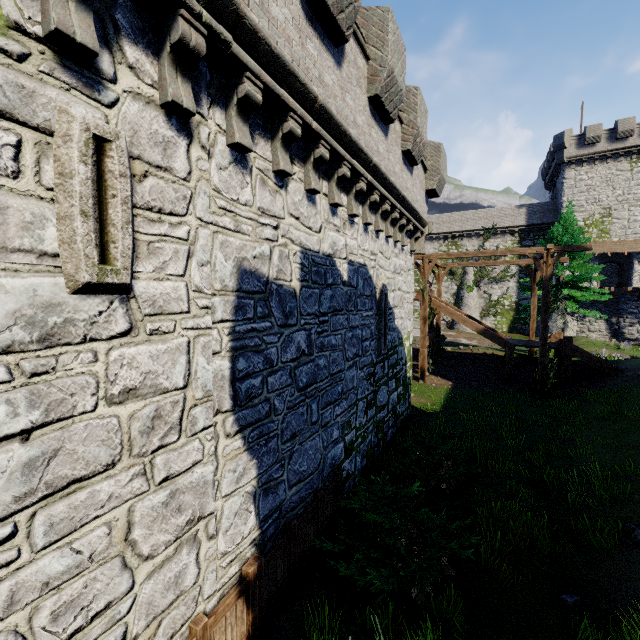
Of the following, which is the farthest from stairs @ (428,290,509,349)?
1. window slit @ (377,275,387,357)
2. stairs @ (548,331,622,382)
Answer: window slit @ (377,275,387,357)

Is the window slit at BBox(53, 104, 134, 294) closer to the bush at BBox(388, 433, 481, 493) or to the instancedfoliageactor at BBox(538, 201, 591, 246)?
the bush at BBox(388, 433, 481, 493)

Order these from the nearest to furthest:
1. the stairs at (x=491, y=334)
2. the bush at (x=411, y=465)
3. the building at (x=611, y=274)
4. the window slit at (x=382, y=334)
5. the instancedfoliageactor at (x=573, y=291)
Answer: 1. the bush at (x=411, y=465)
2. the window slit at (x=382, y=334)
3. the stairs at (x=491, y=334)
4. the instancedfoliageactor at (x=573, y=291)
5. the building at (x=611, y=274)

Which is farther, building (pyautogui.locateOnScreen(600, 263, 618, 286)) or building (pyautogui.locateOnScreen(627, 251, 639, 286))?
building (pyautogui.locateOnScreen(600, 263, 618, 286))

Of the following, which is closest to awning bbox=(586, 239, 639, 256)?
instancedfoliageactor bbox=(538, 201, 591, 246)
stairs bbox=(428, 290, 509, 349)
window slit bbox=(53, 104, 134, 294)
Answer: instancedfoliageactor bbox=(538, 201, 591, 246)

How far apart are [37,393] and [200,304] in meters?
1.8 m

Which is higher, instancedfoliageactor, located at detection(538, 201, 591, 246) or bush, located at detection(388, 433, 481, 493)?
instancedfoliageactor, located at detection(538, 201, 591, 246)

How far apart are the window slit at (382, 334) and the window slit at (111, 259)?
7.68m
